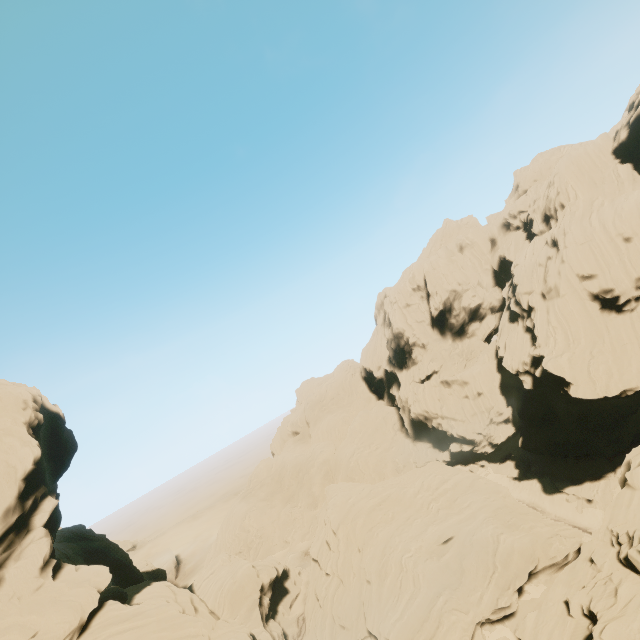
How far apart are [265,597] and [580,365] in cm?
5091
